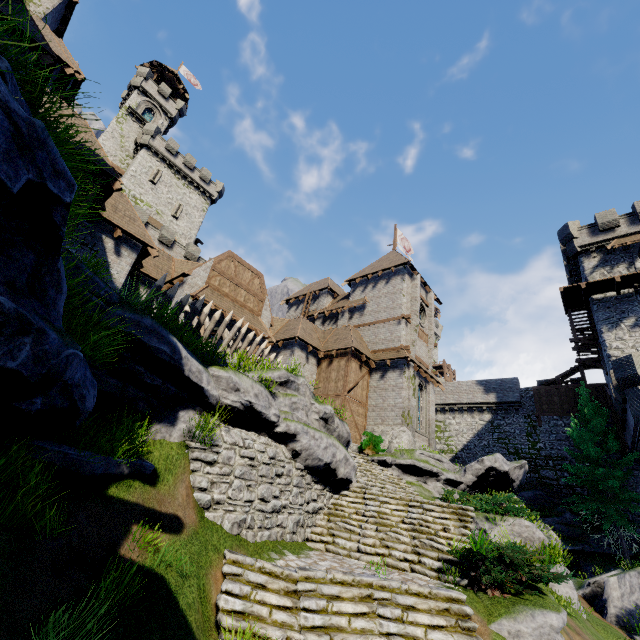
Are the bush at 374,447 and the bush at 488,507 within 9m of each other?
yes

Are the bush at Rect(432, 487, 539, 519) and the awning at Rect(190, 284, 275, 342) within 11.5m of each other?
no

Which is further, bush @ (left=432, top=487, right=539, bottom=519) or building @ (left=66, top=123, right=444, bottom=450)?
building @ (left=66, top=123, right=444, bottom=450)

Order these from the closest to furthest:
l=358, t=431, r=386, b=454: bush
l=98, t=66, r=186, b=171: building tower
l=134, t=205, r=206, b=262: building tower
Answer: l=358, t=431, r=386, b=454: bush < l=134, t=205, r=206, b=262: building tower < l=98, t=66, r=186, b=171: building tower

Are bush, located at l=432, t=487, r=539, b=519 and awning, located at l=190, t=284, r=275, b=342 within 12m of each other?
no

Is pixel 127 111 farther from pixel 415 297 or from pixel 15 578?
pixel 15 578

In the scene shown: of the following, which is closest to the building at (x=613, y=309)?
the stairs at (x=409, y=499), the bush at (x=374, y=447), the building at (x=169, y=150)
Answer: the building at (x=169, y=150)

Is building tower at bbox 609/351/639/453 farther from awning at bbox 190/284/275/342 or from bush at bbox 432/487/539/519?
awning at bbox 190/284/275/342
